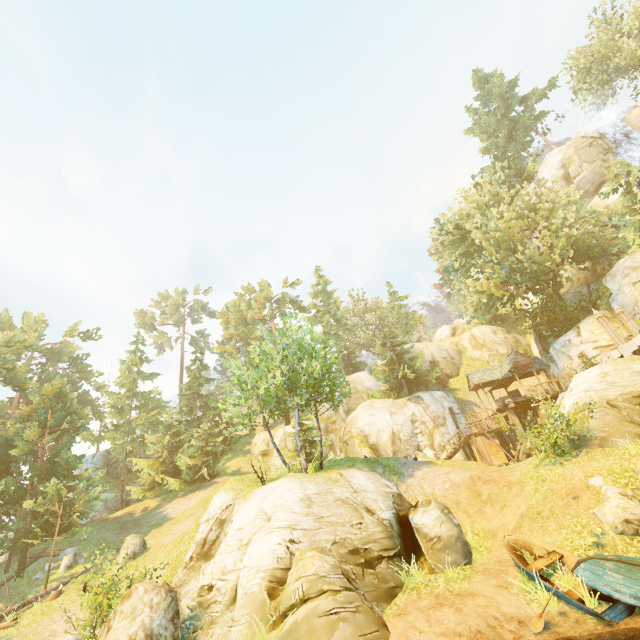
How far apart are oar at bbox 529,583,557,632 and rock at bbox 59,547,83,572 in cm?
2732

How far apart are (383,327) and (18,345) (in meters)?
46.24

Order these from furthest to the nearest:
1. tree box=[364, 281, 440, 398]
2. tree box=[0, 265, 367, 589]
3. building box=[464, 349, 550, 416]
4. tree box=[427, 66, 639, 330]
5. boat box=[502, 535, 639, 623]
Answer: tree box=[364, 281, 440, 398], building box=[464, 349, 550, 416], tree box=[427, 66, 639, 330], tree box=[0, 265, 367, 589], boat box=[502, 535, 639, 623]

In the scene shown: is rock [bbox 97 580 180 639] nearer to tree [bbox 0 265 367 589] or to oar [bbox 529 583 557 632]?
tree [bbox 0 265 367 589]

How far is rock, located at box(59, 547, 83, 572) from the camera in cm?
2154

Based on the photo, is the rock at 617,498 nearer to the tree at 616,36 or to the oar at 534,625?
the oar at 534,625

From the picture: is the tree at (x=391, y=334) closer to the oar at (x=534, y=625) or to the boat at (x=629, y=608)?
the boat at (x=629, y=608)

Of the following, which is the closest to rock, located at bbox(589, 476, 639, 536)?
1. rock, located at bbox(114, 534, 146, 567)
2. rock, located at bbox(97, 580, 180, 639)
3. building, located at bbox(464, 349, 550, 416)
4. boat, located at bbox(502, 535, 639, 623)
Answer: boat, located at bbox(502, 535, 639, 623)
